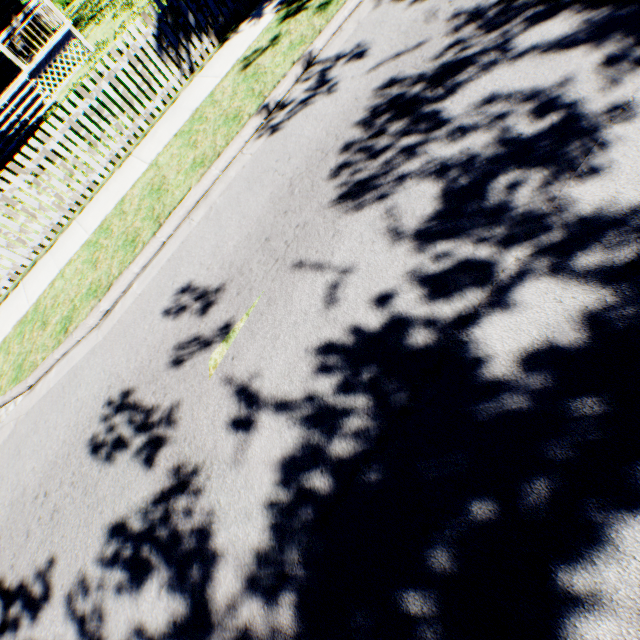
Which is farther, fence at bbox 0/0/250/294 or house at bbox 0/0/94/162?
house at bbox 0/0/94/162

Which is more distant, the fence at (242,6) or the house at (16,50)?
the house at (16,50)

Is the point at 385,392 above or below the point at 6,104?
below
